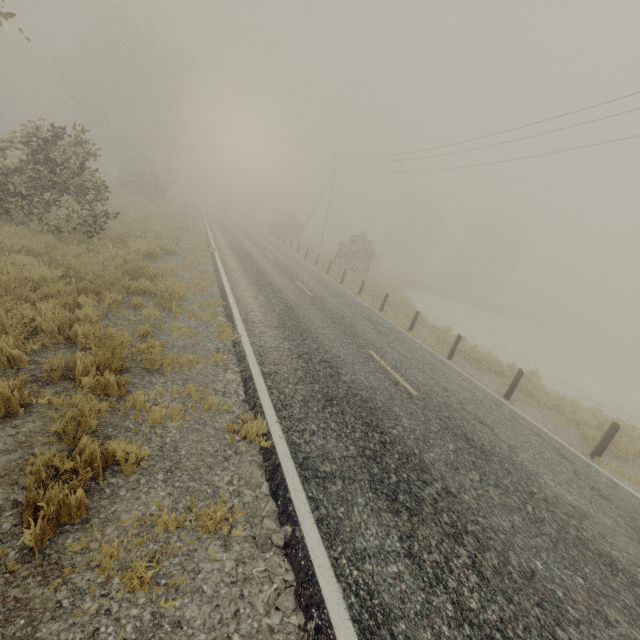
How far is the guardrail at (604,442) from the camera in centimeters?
745cm

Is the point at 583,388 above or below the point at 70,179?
below

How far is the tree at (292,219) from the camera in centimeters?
4050cm

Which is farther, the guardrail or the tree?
the tree

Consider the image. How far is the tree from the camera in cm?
4050

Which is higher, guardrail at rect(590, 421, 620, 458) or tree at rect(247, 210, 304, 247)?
tree at rect(247, 210, 304, 247)

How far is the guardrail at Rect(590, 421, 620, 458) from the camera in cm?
745
